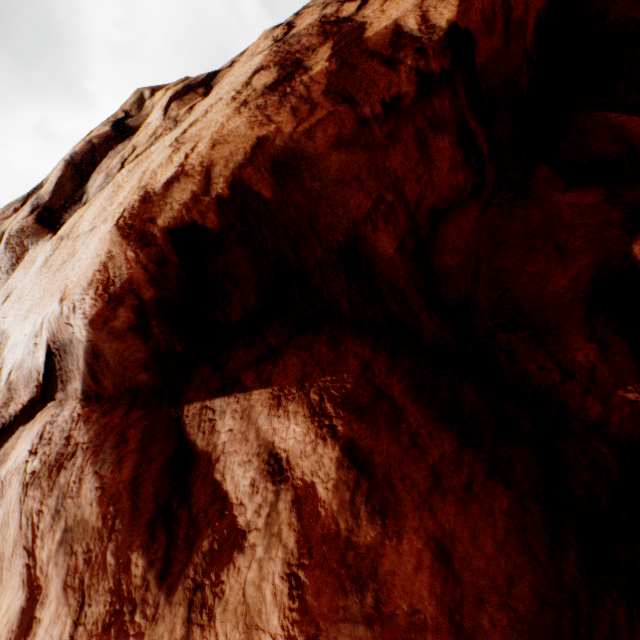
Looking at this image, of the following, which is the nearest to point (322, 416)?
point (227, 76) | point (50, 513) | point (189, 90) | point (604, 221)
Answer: point (50, 513)
